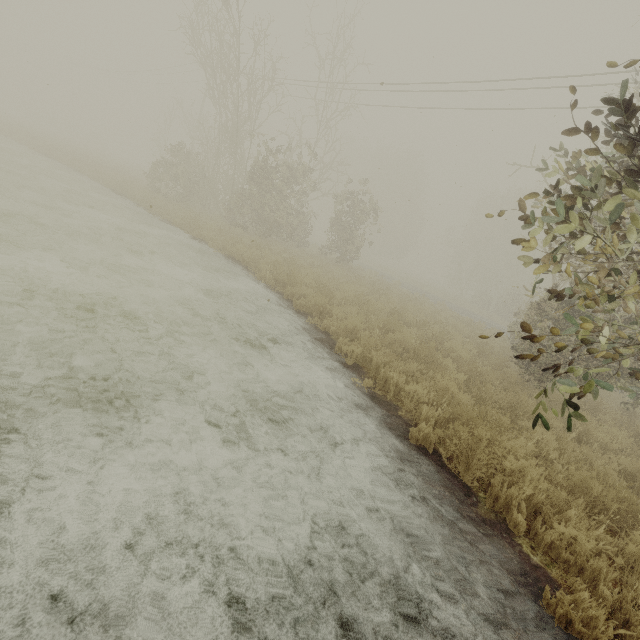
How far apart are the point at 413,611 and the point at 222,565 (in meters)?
1.55
